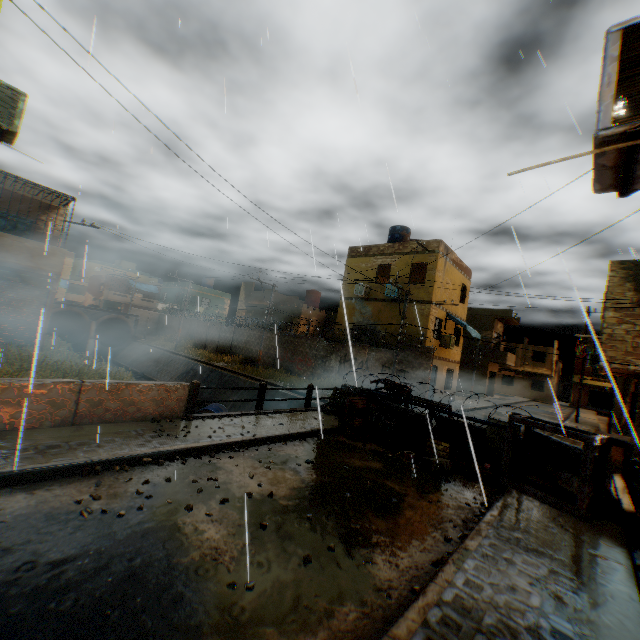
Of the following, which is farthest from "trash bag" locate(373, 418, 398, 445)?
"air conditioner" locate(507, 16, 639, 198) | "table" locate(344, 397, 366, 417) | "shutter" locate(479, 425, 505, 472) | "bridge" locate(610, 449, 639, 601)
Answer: "air conditioner" locate(507, 16, 639, 198)

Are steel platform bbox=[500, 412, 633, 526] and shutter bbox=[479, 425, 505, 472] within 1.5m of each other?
yes

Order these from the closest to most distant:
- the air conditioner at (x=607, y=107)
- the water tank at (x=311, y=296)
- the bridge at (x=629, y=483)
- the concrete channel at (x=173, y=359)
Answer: the air conditioner at (x=607, y=107) → the bridge at (x=629, y=483) → the concrete channel at (x=173, y=359) → the water tank at (x=311, y=296)

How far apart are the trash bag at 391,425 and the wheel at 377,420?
0.1m

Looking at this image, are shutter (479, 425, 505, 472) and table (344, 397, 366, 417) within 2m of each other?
no

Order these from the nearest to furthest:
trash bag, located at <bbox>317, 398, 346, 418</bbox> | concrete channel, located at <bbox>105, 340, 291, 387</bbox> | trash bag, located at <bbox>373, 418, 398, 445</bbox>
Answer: trash bag, located at <bbox>373, 418, 398, 445</bbox> → trash bag, located at <bbox>317, 398, 346, 418</bbox> → concrete channel, located at <bbox>105, 340, 291, 387</bbox>

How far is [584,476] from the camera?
6.28m

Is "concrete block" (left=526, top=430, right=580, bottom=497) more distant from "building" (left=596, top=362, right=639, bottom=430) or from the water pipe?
the water pipe
